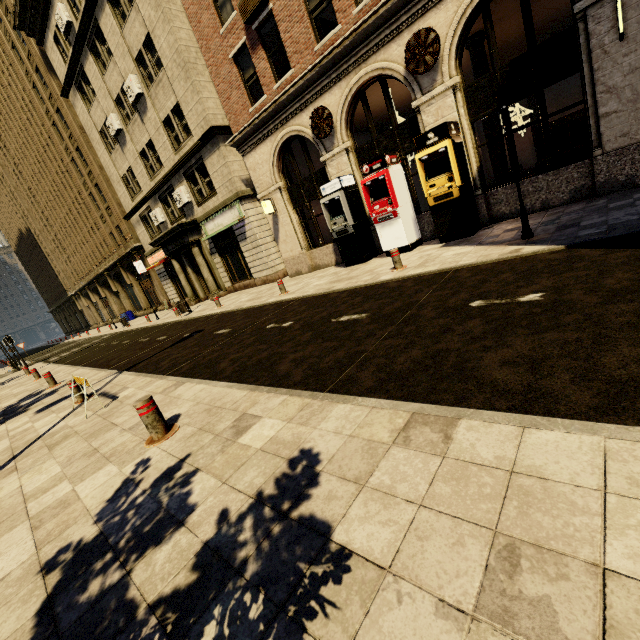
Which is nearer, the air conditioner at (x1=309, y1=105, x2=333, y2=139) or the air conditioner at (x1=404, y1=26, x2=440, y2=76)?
the air conditioner at (x1=404, y1=26, x2=440, y2=76)

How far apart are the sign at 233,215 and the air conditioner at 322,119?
5.9 meters

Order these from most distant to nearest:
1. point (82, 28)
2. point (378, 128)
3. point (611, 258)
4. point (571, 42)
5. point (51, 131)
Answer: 1. point (51, 131)
2. point (378, 128)
3. point (82, 28)
4. point (571, 42)
5. point (611, 258)

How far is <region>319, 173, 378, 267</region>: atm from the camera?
A: 11.71m

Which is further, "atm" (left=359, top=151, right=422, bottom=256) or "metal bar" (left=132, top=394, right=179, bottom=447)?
"atm" (left=359, top=151, right=422, bottom=256)

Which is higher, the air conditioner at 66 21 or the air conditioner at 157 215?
the air conditioner at 66 21

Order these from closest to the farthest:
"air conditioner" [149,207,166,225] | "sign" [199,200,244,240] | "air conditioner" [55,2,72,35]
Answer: "sign" [199,200,244,240], "air conditioner" [55,2,72,35], "air conditioner" [149,207,166,225]

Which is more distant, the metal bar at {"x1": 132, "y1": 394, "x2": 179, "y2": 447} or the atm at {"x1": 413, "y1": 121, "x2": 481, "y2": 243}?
the atm at {"x1": 413, "y1": 121, "x2": 481, "y2": 243}
